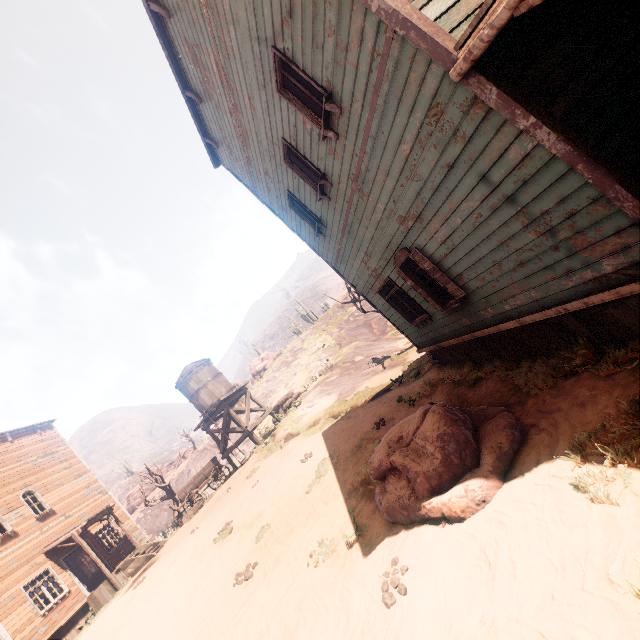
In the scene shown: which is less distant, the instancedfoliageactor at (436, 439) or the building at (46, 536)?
the instancedfoliageactor at (436, 439)

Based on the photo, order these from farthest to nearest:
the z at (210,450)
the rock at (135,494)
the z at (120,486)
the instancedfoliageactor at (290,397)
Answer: the z at (120,486) → the rock at (135,494) → the z at (210,450) → the instancedfoliageactor at (290,397)

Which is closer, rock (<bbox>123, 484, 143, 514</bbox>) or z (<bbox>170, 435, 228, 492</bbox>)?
z (<bbox>170, 435, 228, 492</bbox>)

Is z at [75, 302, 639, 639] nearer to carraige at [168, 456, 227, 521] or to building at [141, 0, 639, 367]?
building at [141, 0, 639, 367]

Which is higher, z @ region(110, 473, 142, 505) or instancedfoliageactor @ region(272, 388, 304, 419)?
z @ region(110, 473, 142, 505)

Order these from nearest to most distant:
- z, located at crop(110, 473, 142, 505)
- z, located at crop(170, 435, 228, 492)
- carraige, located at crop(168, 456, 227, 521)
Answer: carraige, located at crop(168, 456, 227, 521) → z, located at crop(170, 435, 228, 492) → z, located at crop(110, 473, 142, 505)

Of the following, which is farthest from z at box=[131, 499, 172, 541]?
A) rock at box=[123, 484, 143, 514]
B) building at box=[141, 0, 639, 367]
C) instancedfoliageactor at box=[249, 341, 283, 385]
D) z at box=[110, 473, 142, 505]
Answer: z at box=[110, 473, 142, 505]

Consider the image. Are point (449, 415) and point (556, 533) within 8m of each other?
yes
